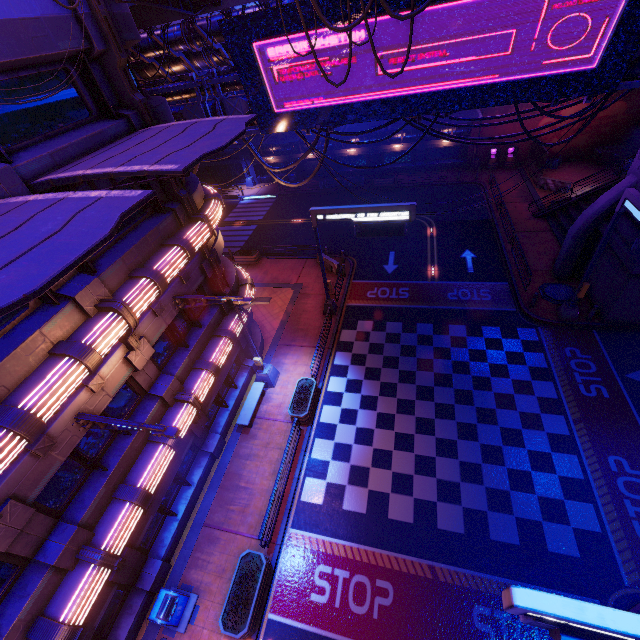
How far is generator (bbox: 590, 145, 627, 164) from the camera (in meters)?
29.31

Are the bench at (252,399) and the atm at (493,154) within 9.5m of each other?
no

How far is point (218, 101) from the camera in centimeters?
1502cm

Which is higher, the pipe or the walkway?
the walkway

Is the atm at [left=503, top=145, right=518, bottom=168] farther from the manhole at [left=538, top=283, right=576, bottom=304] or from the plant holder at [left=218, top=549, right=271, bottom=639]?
the plant holder at [left=218, top=549, right=271, bottom=639]

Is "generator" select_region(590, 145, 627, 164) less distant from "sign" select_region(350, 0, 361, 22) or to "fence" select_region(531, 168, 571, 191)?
"fence" select_region(531, 168, 571, 191)

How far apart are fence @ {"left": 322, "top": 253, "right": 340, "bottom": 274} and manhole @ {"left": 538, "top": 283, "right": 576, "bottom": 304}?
12.8 meters

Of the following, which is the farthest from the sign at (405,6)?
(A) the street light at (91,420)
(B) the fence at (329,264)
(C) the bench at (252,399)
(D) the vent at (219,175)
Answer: (D) the vent at (219,175)
